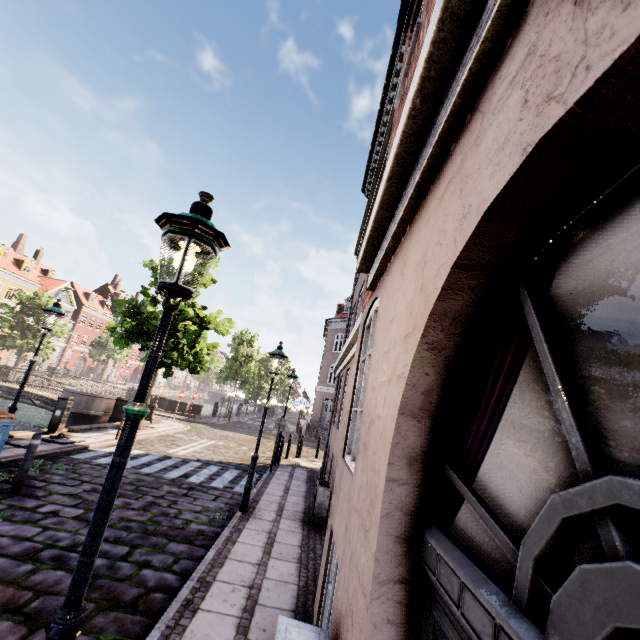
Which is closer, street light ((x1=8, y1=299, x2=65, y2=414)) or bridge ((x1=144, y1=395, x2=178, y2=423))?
street light ((x1=8, y1=299, x2=65, y2=414))

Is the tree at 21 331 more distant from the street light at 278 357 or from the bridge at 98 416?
the bridge at 98 416

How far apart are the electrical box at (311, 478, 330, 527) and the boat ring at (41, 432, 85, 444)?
8.0 meters

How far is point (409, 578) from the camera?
1.66m

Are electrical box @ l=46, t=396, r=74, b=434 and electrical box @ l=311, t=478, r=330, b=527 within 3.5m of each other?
no

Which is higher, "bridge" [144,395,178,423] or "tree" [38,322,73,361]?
"tree" [38,322,73,361]

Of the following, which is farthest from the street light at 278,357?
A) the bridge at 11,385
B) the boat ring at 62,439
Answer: the bridge at 11,385

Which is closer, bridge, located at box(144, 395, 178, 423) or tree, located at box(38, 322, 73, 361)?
bridge, located at box(144, 395, 178, 423)
